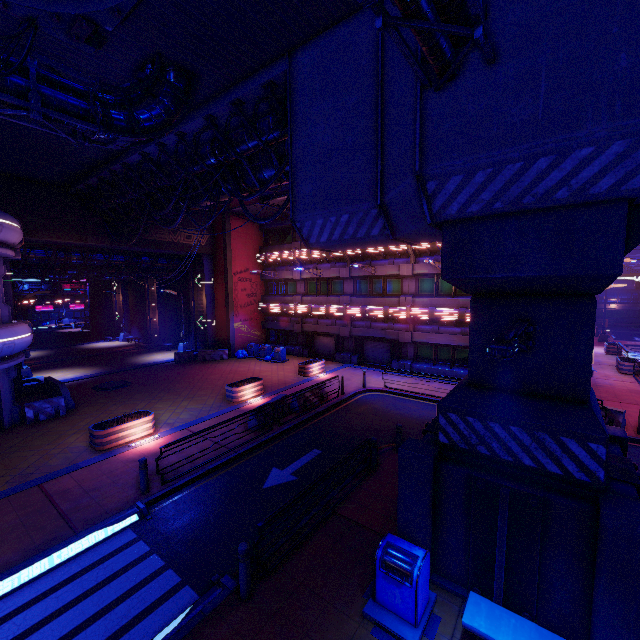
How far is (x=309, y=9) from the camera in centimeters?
759cm

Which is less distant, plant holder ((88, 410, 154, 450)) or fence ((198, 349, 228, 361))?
plant holder ((88, 410, 154, 450))

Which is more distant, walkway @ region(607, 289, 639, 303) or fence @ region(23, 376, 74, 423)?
walkway @ region(607, 289, 639, 303)

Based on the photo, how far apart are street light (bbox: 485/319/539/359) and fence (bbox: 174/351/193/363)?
25.78m

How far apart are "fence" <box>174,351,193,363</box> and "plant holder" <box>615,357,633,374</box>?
31.91m

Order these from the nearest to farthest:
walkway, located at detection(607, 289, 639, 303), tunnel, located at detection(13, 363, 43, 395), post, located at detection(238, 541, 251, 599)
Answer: post, located at detection(238, 541, 251, 599) < tunnel, located at detection(13, 363, 43, 395) < walkway, located at detection(607, 289, 639, 303)

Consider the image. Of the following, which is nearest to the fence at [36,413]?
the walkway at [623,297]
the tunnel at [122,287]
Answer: the tunnel at [122,287]

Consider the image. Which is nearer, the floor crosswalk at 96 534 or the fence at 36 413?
the floor crosswalk at 96 534
